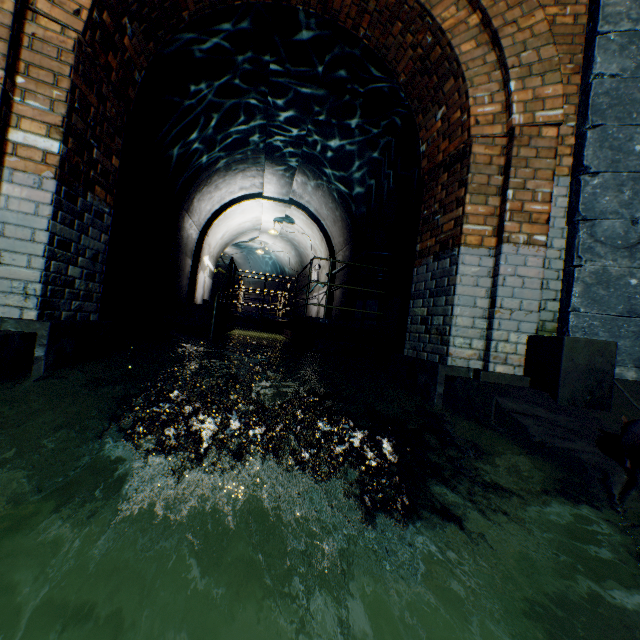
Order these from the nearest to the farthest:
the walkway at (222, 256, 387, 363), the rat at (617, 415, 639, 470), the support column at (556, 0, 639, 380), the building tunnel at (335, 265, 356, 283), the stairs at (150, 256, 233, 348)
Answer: the rat at (617, 415, 639, 470) → the support column at (556, 0, 639, 380) → the stairs at (150, 256, 233, 348) → the walkway at (222, 256, 387, 363) → the building tunnel at (335, 265, 356, 283)

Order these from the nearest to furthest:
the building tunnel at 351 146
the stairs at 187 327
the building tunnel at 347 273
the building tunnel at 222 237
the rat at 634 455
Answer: the rat at 634 455 < the building tunnel at 351 146 < the stairs at 187 327 < the building tunnel at 347 273 < the building tunnel at 222 237

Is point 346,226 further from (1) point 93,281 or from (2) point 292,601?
(2) point 292,601

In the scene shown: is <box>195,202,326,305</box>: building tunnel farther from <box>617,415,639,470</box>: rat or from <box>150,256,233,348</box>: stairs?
<box>617,415,639,470</box>: rat

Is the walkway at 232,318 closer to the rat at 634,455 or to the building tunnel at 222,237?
the building tunnel at 222,237

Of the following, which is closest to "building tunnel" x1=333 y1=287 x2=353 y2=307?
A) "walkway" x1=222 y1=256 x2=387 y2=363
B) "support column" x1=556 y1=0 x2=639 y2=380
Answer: "walkway" x1=222 y1=256 x2=387 y2=363

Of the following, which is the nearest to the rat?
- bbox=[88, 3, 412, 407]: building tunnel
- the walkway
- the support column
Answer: the support column

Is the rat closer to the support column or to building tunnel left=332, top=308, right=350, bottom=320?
the support column
